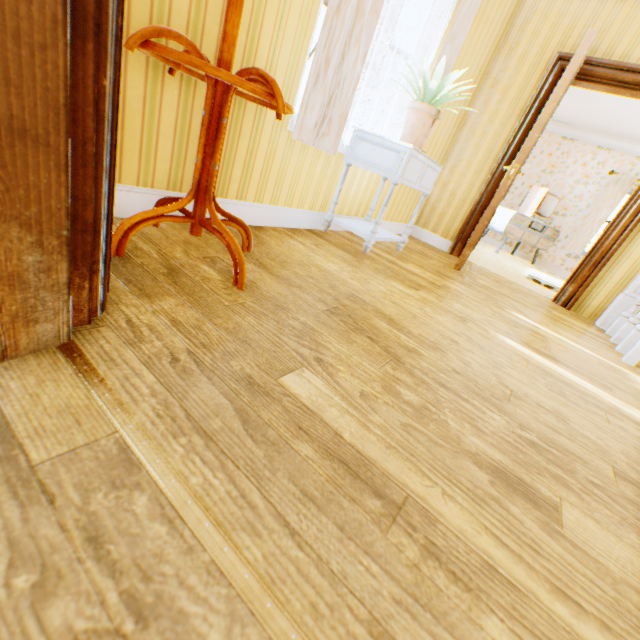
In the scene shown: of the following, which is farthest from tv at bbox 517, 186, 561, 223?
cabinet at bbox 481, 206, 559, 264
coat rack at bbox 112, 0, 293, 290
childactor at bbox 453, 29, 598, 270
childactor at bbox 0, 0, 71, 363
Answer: childactor at bbox 0, 0, 71, 363

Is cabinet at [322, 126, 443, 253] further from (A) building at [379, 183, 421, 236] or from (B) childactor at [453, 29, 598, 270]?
(B) childactor at [453, 29, 598, 270]

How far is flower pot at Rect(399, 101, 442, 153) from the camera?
2.4 meters

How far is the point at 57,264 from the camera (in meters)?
0.70

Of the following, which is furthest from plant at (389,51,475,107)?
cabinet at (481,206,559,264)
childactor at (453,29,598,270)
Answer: cabinet at (481,206,559,264)

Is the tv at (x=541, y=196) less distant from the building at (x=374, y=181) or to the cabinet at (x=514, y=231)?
the cabinet at (x=514, y=231)

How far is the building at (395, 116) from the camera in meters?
3.2

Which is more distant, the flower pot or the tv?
the tv
